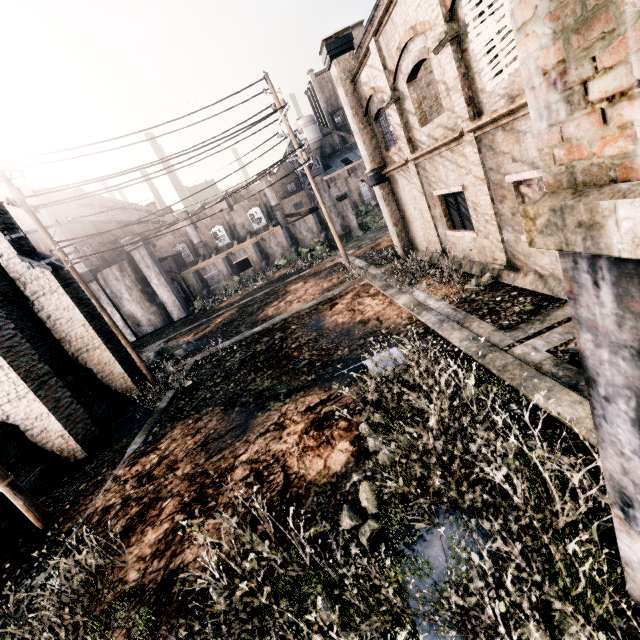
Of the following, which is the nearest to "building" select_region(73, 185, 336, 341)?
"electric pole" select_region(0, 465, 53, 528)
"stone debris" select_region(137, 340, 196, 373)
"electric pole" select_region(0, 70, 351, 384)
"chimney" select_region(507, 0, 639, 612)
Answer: "stone debris" select_region(137, 340, 196, 373)

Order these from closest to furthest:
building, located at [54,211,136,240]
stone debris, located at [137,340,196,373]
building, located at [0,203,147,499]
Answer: building, located at [0,203,147,499]
stone debris, located at [137,340,196,373]
building, located at [54,211,136,240]

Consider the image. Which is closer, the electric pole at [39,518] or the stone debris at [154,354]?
the electric pole at [39,518]

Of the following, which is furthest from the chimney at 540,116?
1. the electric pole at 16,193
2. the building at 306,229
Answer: the building at 306,229

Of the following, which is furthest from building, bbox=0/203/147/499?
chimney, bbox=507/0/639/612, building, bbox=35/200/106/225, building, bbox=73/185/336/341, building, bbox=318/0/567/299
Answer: building, bbox=35/200/106/225

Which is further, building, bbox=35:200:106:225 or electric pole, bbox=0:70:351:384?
building, bbox=35:200:106:225

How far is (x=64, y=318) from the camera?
15.80m

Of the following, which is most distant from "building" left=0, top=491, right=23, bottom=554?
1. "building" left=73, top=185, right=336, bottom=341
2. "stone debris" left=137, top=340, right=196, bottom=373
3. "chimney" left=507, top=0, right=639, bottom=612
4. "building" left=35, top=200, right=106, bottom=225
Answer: "building" left=35, top=200, right=106, bottom=225
